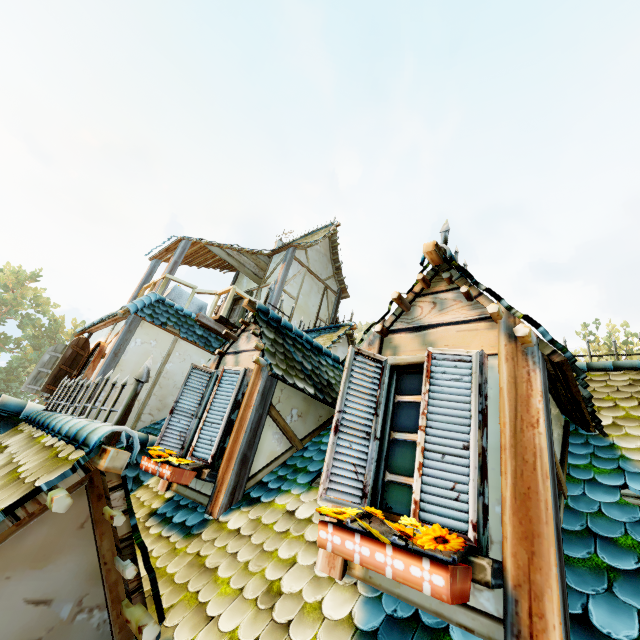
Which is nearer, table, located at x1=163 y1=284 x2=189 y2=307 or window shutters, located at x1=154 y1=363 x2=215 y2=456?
window shutters, located at x1=154 y1=363 x2=215 y2=456

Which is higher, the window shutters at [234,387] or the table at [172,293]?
the table at [172,293]

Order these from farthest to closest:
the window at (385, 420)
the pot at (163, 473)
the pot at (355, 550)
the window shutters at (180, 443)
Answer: the window shutters at (180, 443)
the pot at (163, 473)
the window at (385, 420)
the pot at (355, 550)

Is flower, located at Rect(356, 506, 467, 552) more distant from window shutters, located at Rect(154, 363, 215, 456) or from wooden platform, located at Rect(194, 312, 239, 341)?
wooden platform, located at Rect(194, 312, 239, 341)

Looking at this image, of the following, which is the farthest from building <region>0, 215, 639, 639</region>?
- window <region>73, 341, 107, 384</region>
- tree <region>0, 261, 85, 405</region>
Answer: tree <region>0, 261, 85, 405</region>

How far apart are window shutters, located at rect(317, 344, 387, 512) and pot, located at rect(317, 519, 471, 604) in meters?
0.1 m

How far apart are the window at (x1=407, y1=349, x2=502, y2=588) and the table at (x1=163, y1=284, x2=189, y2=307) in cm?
786

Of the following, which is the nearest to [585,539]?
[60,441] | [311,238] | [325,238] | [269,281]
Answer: [60,441]
